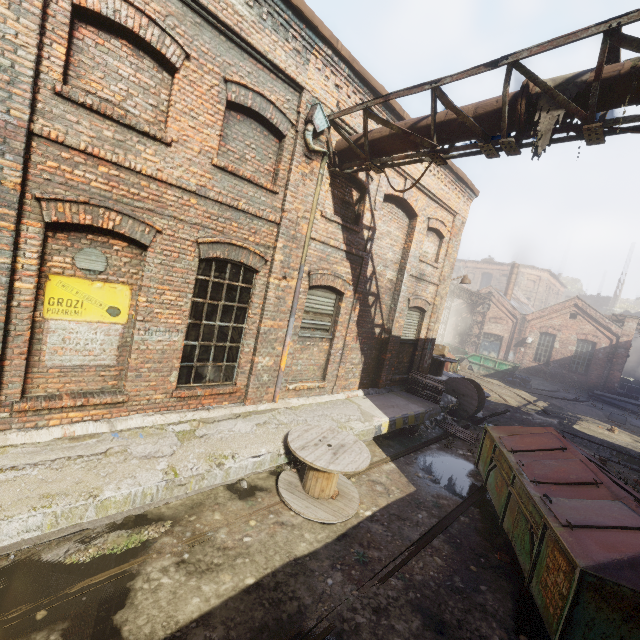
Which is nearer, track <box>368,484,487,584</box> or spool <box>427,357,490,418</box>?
track <box>368,484,487,584</box>

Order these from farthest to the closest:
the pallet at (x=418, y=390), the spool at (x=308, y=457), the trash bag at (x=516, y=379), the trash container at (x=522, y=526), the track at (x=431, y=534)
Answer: the trash bag at (x=516, y=379), the pallet at (x=418, y=390), the spool at (x=308, y=457), the track at (x=431, y=534), the trash container at (x=522, y=526)

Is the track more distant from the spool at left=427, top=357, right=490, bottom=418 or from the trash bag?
the trash bag

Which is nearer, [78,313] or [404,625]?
[404,625]

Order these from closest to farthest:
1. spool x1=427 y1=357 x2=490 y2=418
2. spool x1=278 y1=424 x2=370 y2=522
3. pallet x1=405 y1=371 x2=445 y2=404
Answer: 1. spool x1=278 y1=424 x2=370 y2=522
2. pallet x1=405 y1=371 x2=445 y2=404
3. spool x1=427 y1=357 x2=490 y2=418

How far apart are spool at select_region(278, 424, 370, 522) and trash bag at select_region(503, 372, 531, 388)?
20.5m

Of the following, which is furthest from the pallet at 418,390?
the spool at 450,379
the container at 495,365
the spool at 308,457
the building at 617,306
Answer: the building at 617,306

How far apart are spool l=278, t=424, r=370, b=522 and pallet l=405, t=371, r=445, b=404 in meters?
5.1 m
